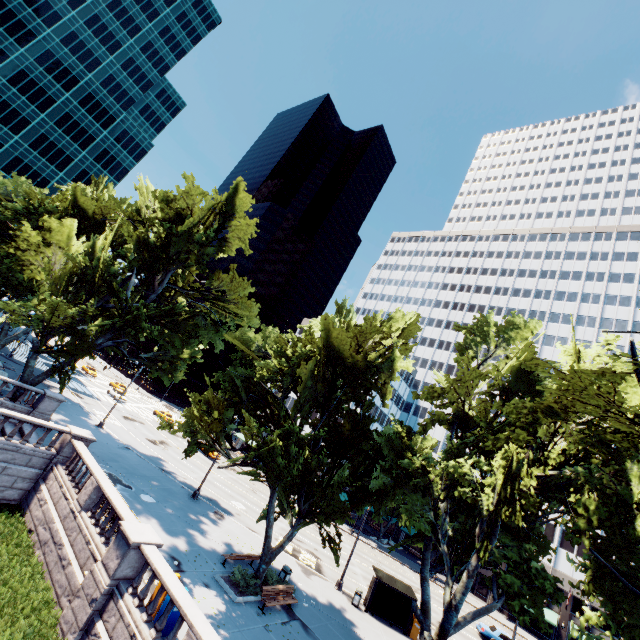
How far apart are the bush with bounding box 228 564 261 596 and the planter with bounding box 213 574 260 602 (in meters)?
0.15

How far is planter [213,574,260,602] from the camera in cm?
1611

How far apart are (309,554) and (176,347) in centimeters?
2363cm

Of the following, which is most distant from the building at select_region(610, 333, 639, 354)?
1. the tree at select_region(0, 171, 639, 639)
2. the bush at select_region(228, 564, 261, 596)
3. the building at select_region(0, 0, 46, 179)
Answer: the building at select_region(0, 0, 46, 179)

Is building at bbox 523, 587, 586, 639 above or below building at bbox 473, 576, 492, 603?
above

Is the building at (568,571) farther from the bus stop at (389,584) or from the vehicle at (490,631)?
the bus stop at (389,584)

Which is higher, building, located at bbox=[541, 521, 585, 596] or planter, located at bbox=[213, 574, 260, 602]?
building, located at bbox=[541, 521, 585, 596]

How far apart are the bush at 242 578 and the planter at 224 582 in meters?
0.2 m
